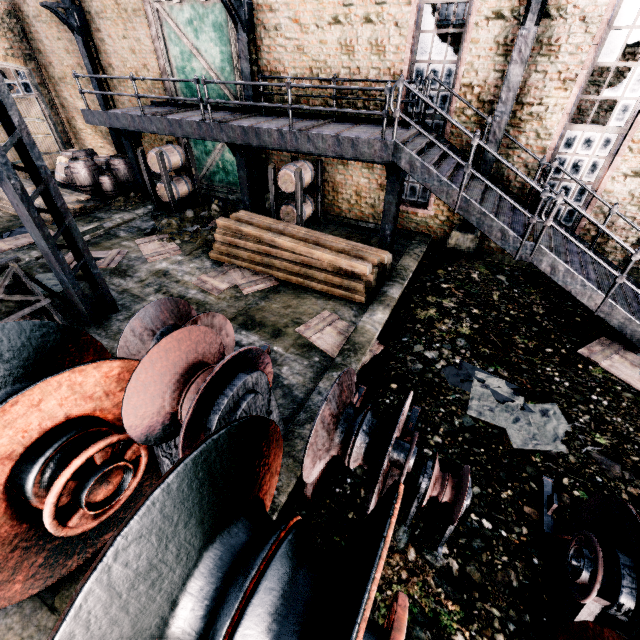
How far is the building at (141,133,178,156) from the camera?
15.2 meters

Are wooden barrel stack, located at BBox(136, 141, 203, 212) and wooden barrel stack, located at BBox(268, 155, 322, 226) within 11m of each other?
yes

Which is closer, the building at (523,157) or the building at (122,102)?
the building at (523,157)

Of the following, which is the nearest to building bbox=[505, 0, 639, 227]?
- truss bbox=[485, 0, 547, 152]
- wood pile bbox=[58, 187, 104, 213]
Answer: wood pile bbox=[58, 187, 104, 213]

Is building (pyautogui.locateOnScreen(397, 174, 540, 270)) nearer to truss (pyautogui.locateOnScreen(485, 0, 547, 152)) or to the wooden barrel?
the wooden barrel

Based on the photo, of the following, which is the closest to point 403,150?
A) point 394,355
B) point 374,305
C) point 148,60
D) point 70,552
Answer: point 374,305

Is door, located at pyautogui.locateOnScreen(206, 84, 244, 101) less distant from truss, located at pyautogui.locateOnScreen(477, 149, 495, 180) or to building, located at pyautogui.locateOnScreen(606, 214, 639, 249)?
truss, located at pyautogui.locateOnScreen(477, 149, 495, 180)

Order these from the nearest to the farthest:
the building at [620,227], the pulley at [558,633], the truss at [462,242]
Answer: the pulley at [558,633] → the building at [620,227] → the truss at [462,242]
